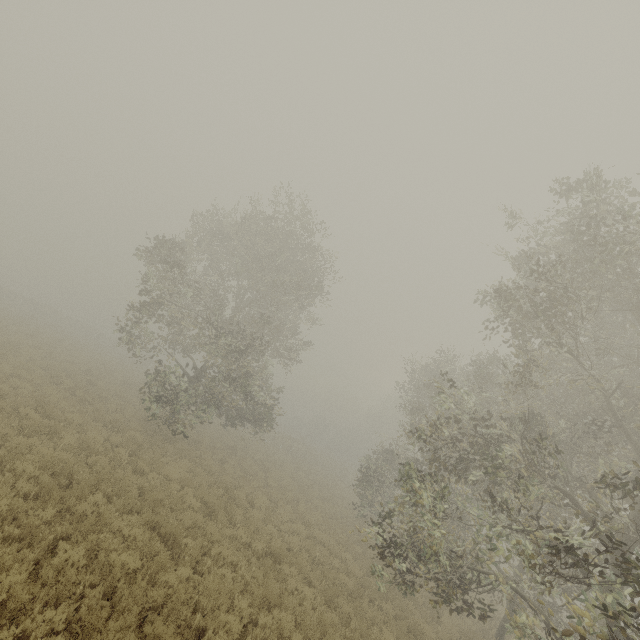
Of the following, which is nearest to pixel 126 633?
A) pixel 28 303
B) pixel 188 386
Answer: pixel 188 386
